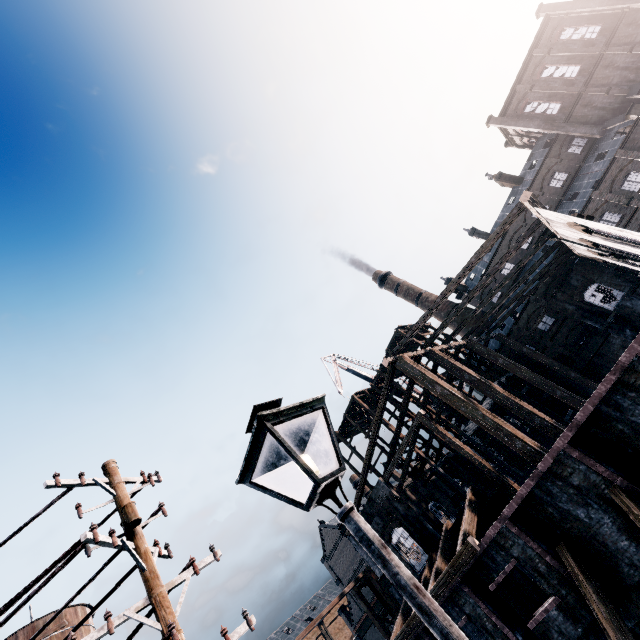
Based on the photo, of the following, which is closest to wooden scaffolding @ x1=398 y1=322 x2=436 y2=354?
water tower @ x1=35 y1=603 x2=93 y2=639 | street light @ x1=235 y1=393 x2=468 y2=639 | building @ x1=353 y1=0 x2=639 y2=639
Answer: building @ x1=353 y1=0 x2=639 y2=639

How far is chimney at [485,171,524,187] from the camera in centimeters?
5067cm

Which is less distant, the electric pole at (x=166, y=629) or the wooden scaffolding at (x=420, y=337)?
the electric pole at (x=166, y=629)

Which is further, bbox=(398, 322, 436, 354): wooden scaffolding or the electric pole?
bbox=(398, 322, 436, 354): wooden scaffolding

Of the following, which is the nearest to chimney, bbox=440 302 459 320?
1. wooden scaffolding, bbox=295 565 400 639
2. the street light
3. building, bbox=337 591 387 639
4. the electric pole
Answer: building, bbox=337 591 387 639

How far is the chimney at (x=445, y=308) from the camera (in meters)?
58.59

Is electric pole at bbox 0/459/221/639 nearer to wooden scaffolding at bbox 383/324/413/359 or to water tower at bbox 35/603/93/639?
water tower at bbox 35/603/93/639

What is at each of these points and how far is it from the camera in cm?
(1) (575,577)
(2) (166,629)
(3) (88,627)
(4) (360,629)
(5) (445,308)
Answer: (1) building, 1206
(2) electric pole, 445
(3) water tower, 2703
(4) building, 5425
(5) chimney, 5934
